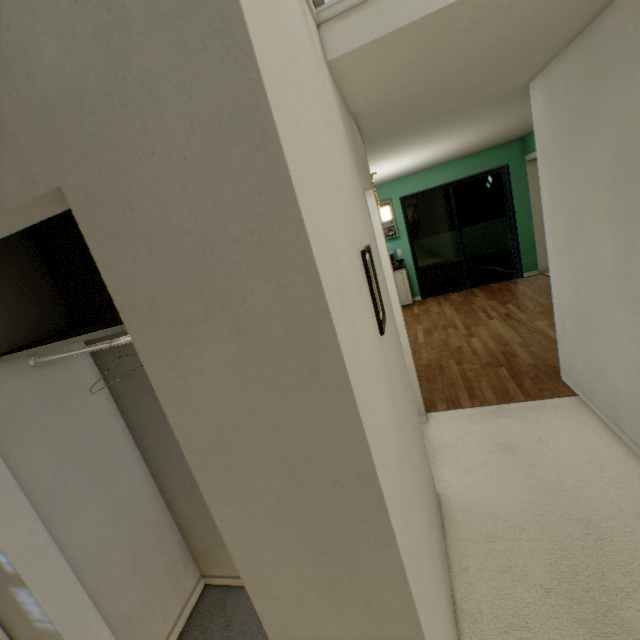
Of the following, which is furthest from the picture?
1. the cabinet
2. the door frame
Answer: the cabinet

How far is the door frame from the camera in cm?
574

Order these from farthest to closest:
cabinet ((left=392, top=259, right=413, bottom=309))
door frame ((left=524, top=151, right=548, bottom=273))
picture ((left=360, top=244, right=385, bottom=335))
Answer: cabinet ((left=392, top=259, right=413, bottom=309)) < door frame ((left=524, top=151, right=548, bottom=273)) < picture ((left=360, top=244, right=385, bottom=335))

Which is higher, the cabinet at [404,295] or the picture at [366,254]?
the picture at [366,254]

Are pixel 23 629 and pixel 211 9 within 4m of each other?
yes

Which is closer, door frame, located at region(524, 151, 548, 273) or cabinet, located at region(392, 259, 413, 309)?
door frame, located at region(524, 151, 548, 273)

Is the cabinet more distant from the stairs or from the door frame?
the stairs

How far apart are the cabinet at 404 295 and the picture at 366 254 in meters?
5.3 m
